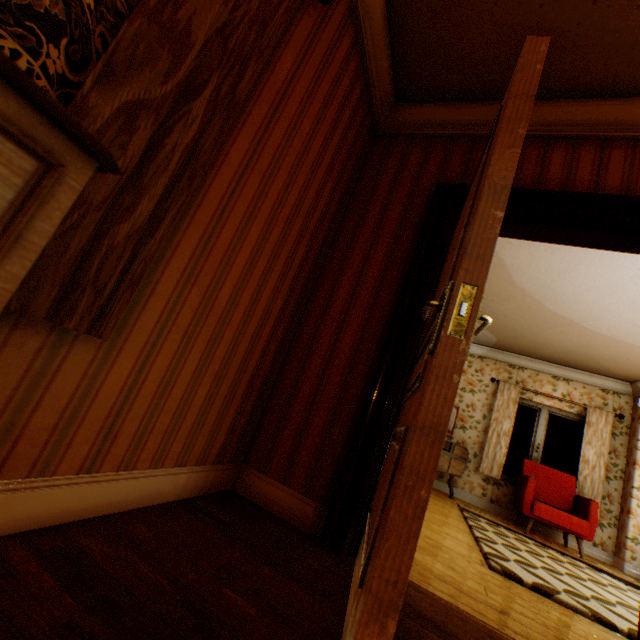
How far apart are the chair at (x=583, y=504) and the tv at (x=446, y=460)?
0.9 meters

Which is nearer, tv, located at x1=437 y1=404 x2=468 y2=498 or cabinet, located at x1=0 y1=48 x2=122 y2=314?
cabinet, located at x1=0 y1=48 x2=122 y2=314

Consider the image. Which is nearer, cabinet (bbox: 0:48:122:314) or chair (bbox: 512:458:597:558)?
cabinet (bbox: 0:48:122:314)

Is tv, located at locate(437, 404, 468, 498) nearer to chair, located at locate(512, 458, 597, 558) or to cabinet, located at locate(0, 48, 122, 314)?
chair, located at locate(512, 458, 597, 558)

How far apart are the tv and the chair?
0.9m

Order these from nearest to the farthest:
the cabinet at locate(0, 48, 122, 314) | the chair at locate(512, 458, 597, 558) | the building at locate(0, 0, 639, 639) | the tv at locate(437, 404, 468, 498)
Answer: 1. the cabinet at locate(0, 48, 122, 314)
2. the building at locate(0, 0, 639, 639)
3. the chair at locate(512, 458, 597, 558)
4. the tv at locate(437, 404, 468, 498)

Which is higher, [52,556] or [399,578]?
[399,578]

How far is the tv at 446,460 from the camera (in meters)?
5.69
